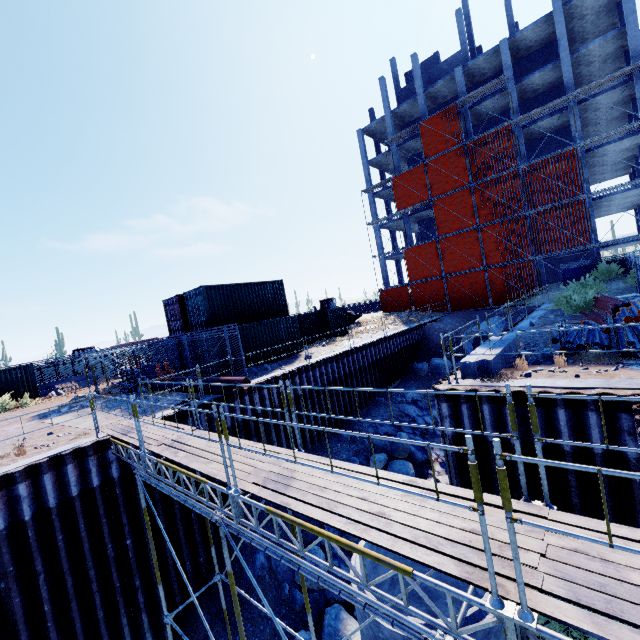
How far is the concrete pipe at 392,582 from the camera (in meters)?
8.60

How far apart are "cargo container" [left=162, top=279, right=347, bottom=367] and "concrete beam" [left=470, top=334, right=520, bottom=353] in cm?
1345

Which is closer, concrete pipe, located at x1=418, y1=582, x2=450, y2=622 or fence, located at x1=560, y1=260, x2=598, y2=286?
concrete pipe, located at x1=418, y1=582, x2=450, y2=622

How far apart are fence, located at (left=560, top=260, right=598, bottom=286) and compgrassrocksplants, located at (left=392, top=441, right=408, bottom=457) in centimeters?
2082cm

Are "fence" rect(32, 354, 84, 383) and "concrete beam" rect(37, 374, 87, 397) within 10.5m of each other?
yes

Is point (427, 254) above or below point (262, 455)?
above

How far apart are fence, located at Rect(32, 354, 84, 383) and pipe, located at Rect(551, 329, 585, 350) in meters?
31.9 m

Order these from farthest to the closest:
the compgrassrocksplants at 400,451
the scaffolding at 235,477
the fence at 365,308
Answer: the fence at 365,308, the compgrassrocksplants at 400,451, the scaffolding at 235,477
